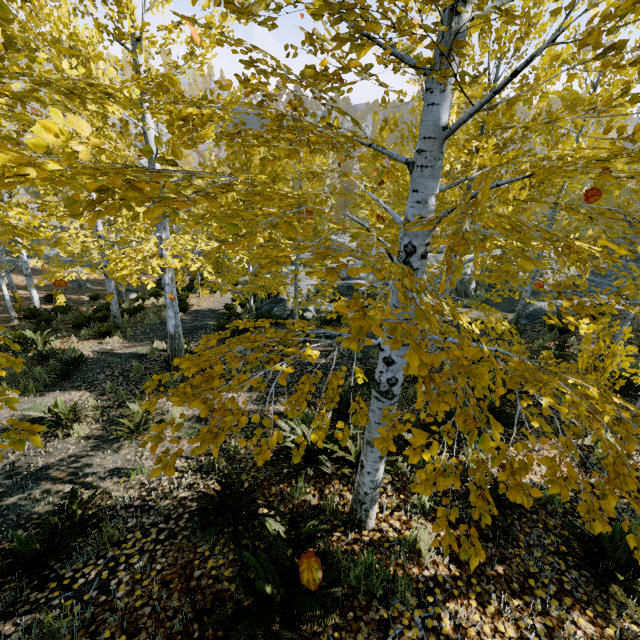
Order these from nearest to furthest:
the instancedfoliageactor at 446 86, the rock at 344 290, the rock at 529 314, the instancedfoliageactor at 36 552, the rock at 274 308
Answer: the instancedfoliageactor at 446 86 < the instancedfoliageactor at 36 552 < the rock at 529 314 < the rock at 274 308 < the rock at 344 290

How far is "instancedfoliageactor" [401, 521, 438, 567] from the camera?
3.1m

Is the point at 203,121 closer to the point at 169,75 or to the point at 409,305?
the point at 169,75

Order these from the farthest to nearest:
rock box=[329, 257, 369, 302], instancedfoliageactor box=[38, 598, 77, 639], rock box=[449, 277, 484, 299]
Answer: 1. rock box=[449, 277, 484, 299]
2. rock box=[329, 257, 369, 302]
3. instancedfoliageactor box=[38, 598, 77, 639]

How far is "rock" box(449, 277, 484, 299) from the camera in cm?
1703

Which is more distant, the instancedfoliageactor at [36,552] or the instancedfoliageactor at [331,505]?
the instancedfoliageactor at [331,505]

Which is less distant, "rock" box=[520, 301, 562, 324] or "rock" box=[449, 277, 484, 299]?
"rock" box=[520, 301, 562, 324]
